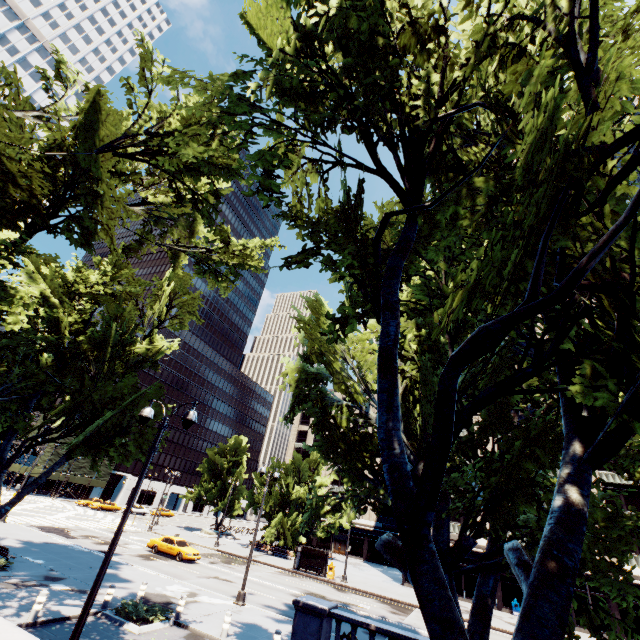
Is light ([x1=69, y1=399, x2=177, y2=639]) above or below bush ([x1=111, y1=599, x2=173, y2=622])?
above

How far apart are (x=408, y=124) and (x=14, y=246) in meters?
15.0

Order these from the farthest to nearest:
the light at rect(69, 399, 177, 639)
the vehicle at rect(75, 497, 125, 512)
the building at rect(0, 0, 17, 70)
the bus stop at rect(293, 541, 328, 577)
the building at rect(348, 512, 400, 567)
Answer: the building at rect(0, 0, 17, 70), the building at rect(348, 512, 400, 567), the vehicle at rect(75, 497, 125, 512), the bus stop at rect(293, 541, 328, 577), the light at rect(69, 399, 177, 639)

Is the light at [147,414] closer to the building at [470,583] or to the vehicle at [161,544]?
the vehicle at [161,544]

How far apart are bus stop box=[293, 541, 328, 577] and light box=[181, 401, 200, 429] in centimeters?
3061cm

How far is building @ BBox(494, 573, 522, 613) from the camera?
33.7m

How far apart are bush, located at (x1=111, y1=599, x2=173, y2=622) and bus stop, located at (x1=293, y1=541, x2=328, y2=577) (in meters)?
21.73

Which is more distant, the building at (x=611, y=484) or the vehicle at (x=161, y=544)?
the building at (x=611, y=484)
